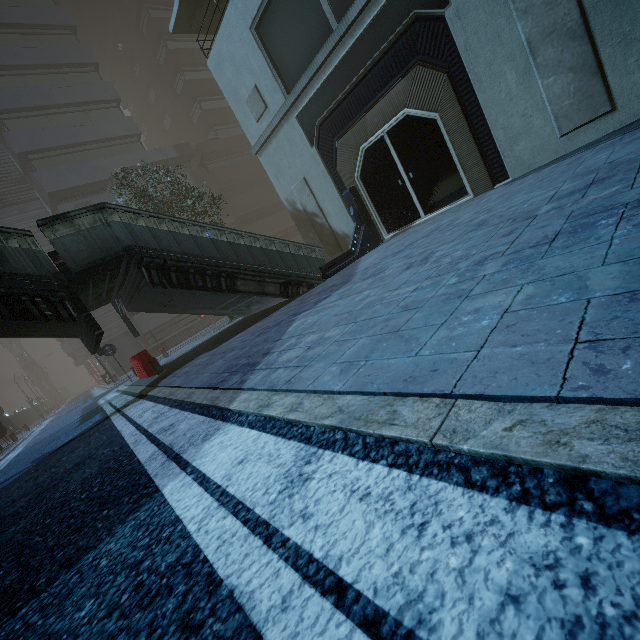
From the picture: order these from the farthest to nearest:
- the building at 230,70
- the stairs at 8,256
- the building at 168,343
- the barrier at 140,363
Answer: the building at 168,343 → the barrier at 140,363 → the building at 230,70 → the stairs at 8,256

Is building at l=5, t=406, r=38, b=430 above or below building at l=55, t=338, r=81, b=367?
below

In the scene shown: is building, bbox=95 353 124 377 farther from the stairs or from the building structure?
the stairs

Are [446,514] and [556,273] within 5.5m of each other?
yes

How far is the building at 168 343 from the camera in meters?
24.7 m

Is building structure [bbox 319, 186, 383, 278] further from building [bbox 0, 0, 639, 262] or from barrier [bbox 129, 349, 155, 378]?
barrier [bbox 129, 349, 155, 378]

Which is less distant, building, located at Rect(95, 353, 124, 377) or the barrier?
the barrier

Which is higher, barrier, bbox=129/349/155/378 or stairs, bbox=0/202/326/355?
stairs, bbox=0/202/326/355
